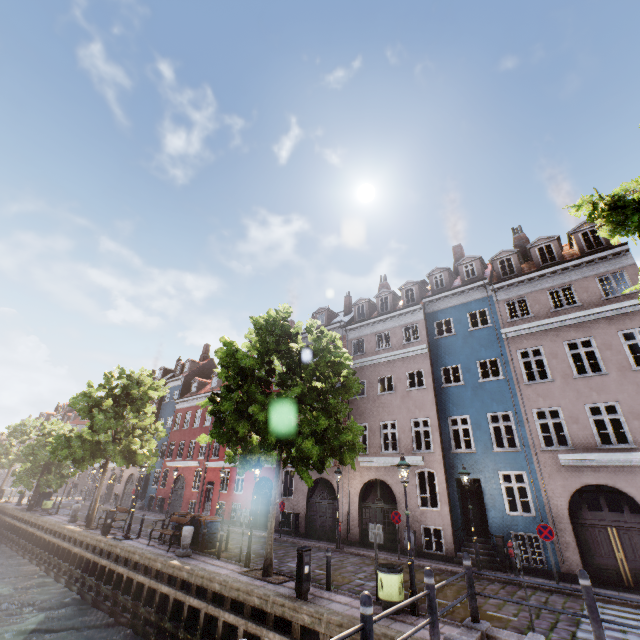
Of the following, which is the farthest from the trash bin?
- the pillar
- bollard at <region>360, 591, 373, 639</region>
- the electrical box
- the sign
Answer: the pillar

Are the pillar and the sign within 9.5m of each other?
no

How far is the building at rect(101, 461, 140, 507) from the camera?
→ 35.7 meters

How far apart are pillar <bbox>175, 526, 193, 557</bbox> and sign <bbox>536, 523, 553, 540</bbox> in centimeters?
1426cm

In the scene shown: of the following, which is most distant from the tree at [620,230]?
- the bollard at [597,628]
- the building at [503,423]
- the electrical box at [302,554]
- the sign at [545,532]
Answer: the sign at [545,532]

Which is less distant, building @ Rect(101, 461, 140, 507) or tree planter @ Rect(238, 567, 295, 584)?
tree planter @ Rect(238, 567, 295, 584)

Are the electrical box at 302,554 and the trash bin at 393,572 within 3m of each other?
yes

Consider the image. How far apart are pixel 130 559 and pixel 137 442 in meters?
8.4
